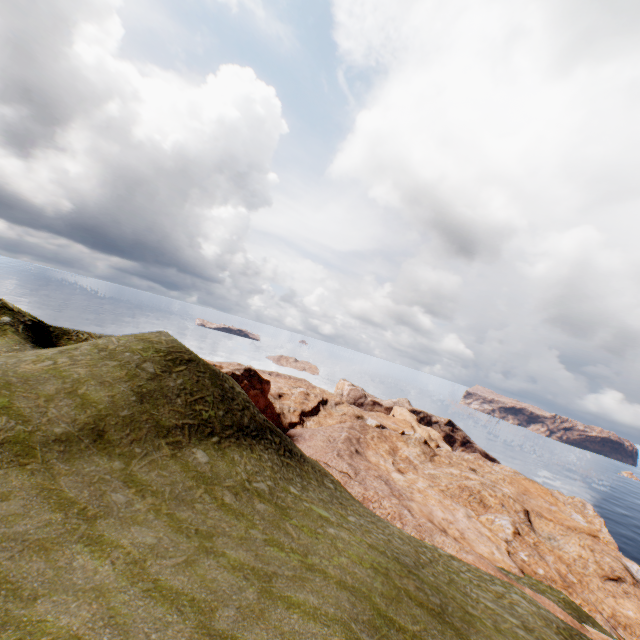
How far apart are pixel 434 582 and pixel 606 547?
32.9 meters
